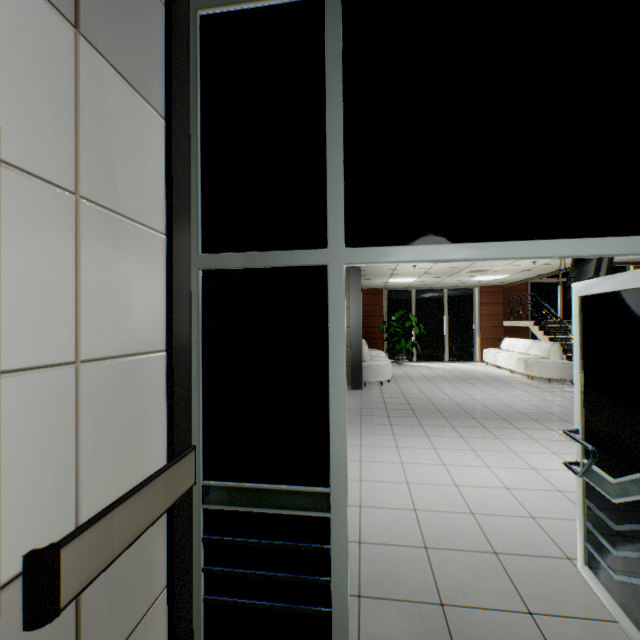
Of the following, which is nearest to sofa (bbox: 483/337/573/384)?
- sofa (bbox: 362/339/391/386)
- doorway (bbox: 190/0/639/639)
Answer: sofa (bbox: 362/339/391/386)

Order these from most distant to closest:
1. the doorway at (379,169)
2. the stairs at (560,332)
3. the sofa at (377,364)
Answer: the stairs at (560,332) < the sofa at (377,364) < the doorway at (379,169)

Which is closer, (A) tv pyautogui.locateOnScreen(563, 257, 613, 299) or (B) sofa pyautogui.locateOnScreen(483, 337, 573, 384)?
(A) tv pyautogui.locateOnScreen(563, 257, 613, 299)

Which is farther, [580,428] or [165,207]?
[580,428]

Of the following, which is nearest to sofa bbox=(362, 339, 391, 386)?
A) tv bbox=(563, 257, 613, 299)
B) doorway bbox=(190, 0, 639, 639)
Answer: tv bbox=(563, 257, 613, 299)

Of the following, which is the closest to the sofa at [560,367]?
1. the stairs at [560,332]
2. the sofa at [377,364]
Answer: the stairs at [560,332]

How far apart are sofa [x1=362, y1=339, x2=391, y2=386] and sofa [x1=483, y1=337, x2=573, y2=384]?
4.0 meters
